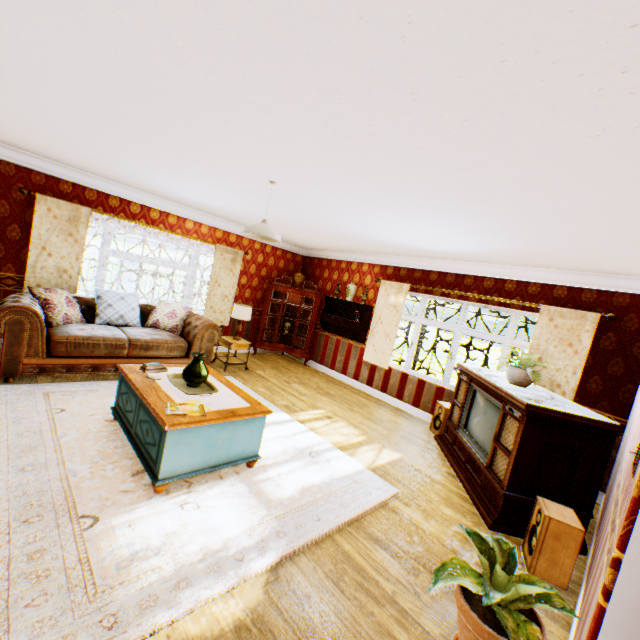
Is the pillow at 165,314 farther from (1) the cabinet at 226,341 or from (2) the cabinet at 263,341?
(2) the cabinet at 263,341

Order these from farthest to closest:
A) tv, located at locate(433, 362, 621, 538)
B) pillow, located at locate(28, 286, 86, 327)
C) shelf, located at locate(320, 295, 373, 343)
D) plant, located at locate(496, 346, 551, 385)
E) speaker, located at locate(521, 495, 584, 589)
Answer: shelf, located at locate(320, 295, 373, 343) < pillow, located at locate(28, 286, 86, 327) < plant, located at locate(496, 346, 551, 385) < tv, located at locate(433, 362, 621, 538) < speaker, located at locate(521, 495, 584, 589)

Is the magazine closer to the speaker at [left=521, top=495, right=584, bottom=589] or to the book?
the book

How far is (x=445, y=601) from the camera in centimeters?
241cm

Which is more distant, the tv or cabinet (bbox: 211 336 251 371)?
cabinet (bbox: 211 336 251 371)

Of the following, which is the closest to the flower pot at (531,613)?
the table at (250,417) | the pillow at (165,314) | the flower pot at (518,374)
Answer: the table at (250,417)

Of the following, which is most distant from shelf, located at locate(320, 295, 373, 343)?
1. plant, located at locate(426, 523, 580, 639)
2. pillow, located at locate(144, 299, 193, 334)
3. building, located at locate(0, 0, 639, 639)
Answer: plant, located at locate(426, 523, 580, 639)

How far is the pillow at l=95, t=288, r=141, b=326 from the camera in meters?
5.5
